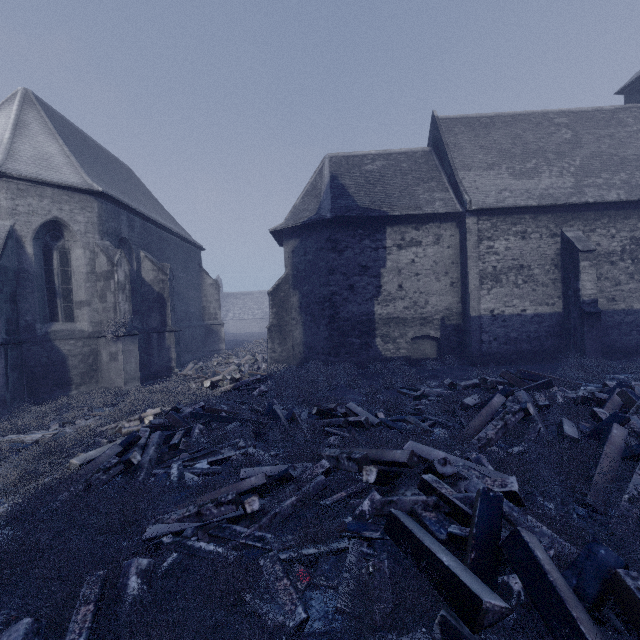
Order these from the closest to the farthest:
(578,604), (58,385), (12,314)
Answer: (578,604) < (12,314) < (58,385)

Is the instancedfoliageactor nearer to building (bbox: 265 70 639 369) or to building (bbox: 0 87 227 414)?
building (bbox: 0 87 227 414)

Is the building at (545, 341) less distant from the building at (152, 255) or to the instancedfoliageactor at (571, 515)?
the building at (152, 255)

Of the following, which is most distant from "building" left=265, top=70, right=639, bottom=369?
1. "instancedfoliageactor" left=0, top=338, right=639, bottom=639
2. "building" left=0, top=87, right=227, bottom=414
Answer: "instancedfoliageactor" left=0, top=338, right=639, bottom=639

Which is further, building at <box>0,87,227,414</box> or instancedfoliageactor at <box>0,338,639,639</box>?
building at <box>0,87,227,414</box>
